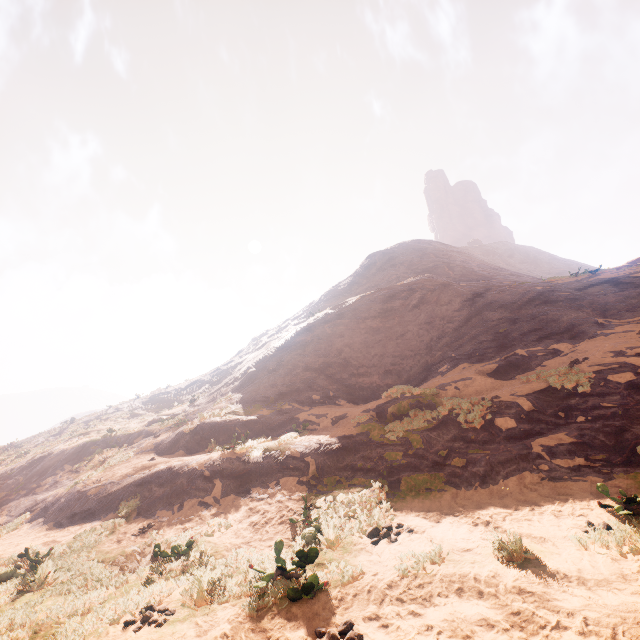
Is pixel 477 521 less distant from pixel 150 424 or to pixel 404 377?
pixel 404 377
